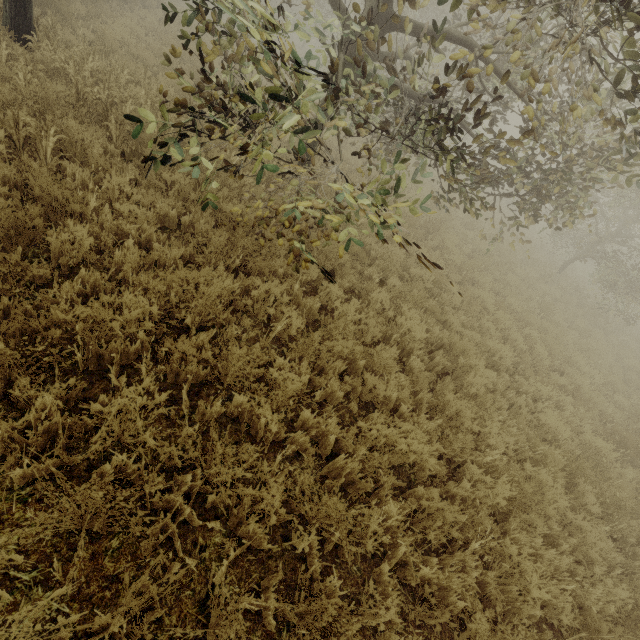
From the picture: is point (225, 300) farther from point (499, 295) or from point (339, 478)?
point (499, 295)
